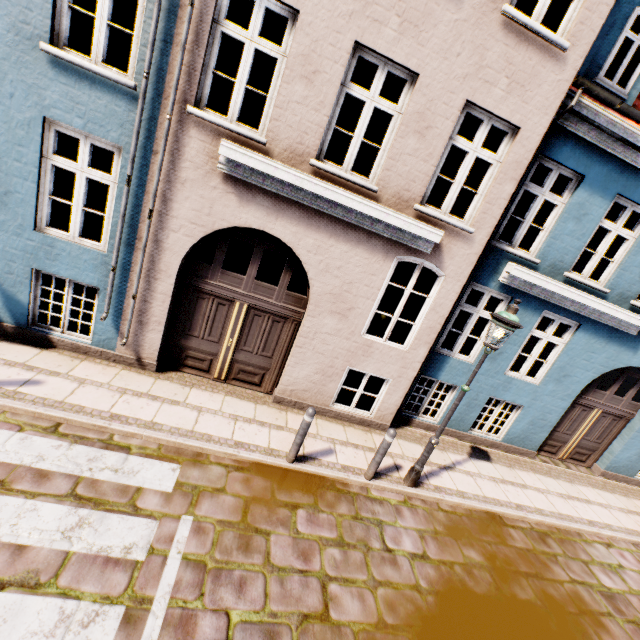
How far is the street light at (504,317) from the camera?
4.9 meters

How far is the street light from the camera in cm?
491

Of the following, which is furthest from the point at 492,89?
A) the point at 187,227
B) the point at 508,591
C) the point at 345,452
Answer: the point at 508,591
